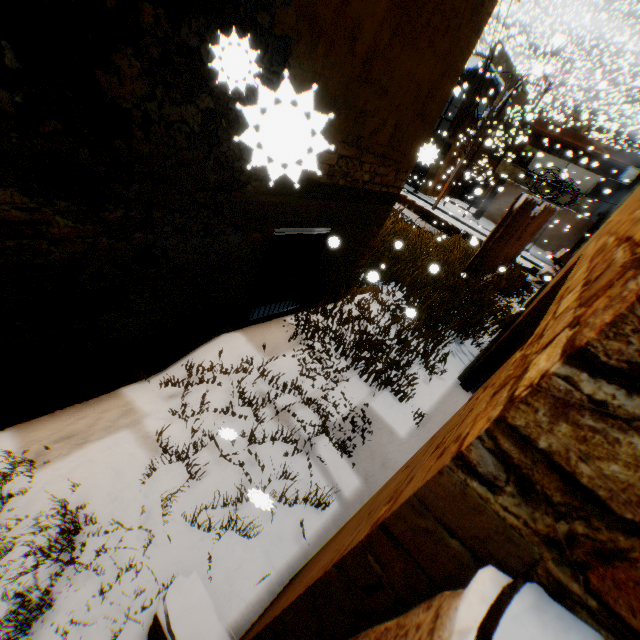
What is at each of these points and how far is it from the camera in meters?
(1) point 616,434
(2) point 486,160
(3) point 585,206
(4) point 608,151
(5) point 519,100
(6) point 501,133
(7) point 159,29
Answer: (1) building, 0.4
(2) building, 12.3
(3) balcony, 13.0
(4) building, 20.4
(5) building, 27.3
(6) building, 21.5
(7) building, 2.0

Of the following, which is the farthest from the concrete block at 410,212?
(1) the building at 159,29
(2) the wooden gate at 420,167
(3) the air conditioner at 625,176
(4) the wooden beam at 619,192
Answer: (3) the air conditioner at 625,176

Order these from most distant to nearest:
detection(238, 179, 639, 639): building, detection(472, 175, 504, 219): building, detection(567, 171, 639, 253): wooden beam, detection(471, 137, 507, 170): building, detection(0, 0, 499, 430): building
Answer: detection(472, 175, 504, 219): building → detection(471, 137, 507, 170): building → detection(567, 171, 639, 253): wooden beam → detection(0, 0, 499, 430): building → detection(238, 179, 639, 639): building

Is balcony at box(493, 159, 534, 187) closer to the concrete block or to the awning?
the concrete block

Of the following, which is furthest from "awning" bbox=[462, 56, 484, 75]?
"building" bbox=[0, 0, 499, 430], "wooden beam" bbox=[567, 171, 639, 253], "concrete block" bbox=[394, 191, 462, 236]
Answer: "concrete block" bbox=[394, 191, 462, 236]

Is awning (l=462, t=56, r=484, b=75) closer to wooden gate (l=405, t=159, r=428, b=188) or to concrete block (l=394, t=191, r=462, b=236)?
wooden gate (l=405, t=159, r=428, b=188)

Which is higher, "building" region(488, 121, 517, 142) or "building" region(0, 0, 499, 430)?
"building" region(488, 121, 517, 142)

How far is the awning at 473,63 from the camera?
19.95m
